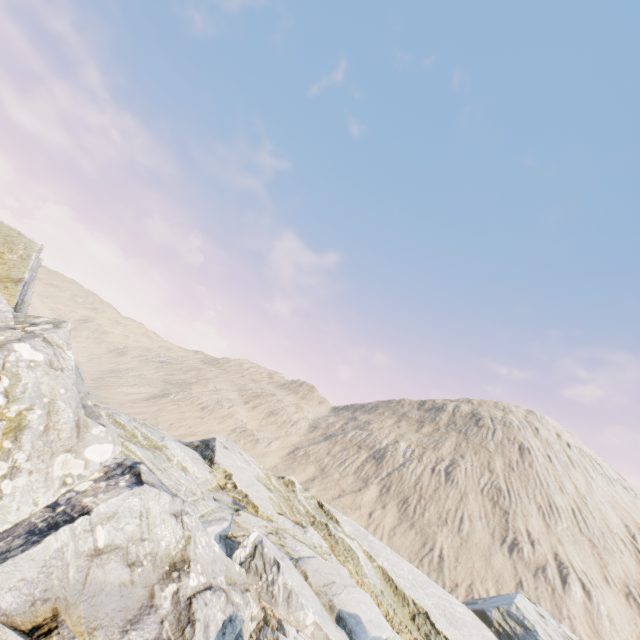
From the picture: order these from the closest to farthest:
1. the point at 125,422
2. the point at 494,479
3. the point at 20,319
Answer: the point at 20,319, the point at 125,422, the point at 494,479
